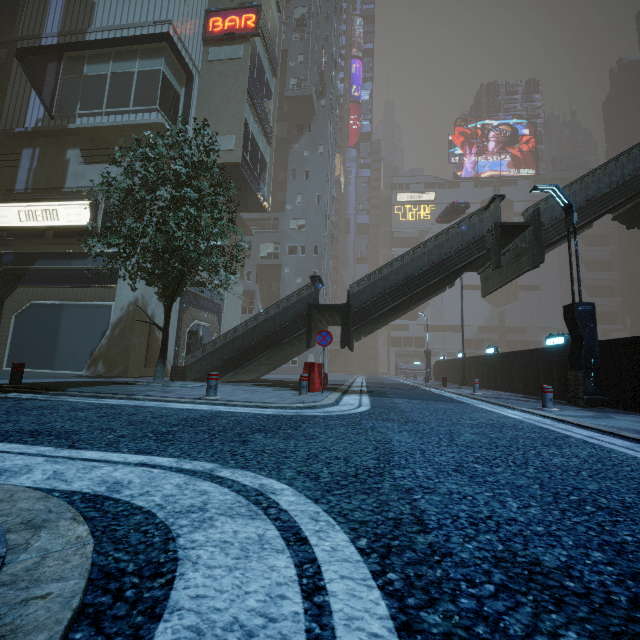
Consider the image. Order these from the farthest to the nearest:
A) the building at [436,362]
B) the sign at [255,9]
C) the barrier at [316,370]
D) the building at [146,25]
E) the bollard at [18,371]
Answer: the building at [436,362]
the sign at [255,9]
the building at [146,25]
the barrier at [316,370]
the bollard at [18,371]

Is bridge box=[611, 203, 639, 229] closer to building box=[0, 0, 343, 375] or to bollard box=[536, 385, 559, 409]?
building box=[0, 0, 343, 375]

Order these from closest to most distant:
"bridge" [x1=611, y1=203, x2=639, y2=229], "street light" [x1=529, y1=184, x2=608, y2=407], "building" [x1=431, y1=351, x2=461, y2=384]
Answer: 1. "street light" [x1=529, y1=184, x2=608, y2=407]
2. "bridge" [x1=611, y1=203, x2=639, y2=229]
3. "building" [x1=431, y1=351, x2=461, y2=384]

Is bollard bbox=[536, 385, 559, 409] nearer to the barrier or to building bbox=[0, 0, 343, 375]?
building bbox=[0, 0, 343, 375]

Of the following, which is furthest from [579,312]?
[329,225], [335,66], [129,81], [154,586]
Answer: [335,66]

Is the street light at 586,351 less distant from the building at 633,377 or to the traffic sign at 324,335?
the building at 633,377

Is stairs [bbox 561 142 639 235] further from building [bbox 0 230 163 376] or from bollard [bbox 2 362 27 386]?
bollard [bbox 2 362 27 386]

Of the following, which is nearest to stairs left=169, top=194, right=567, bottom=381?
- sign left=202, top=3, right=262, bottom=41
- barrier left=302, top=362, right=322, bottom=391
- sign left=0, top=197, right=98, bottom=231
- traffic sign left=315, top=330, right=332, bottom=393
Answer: barrier left=302, top=362, right=322, bottom=391
